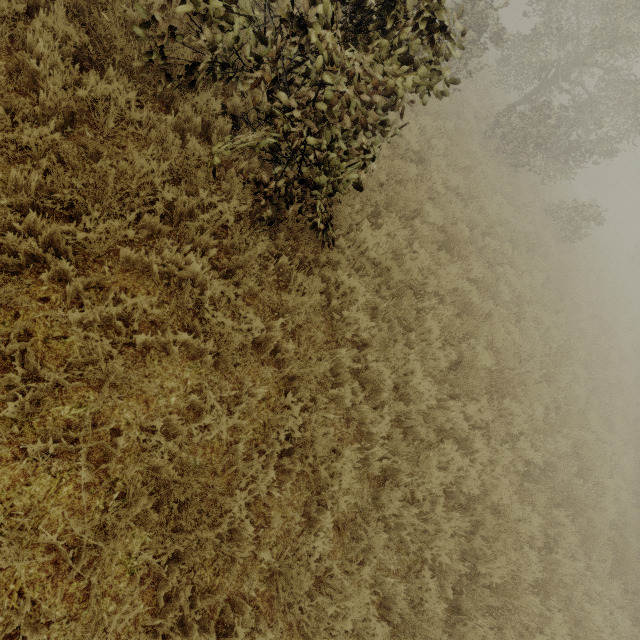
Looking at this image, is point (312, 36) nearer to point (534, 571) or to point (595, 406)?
point (534, 571)
